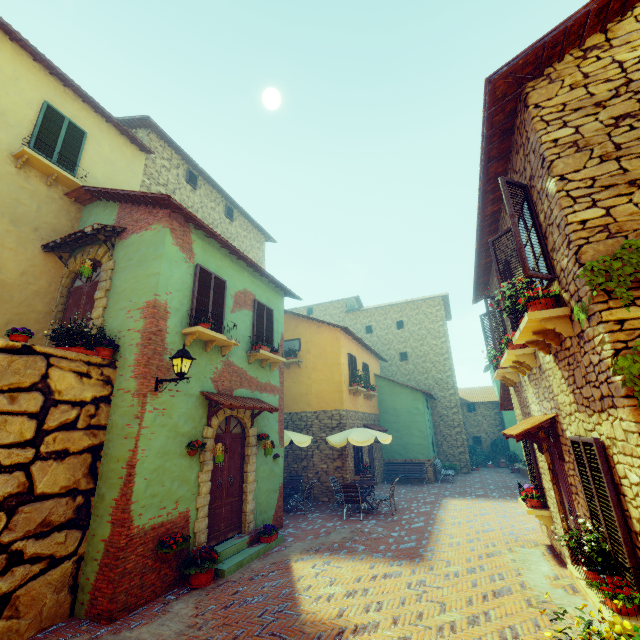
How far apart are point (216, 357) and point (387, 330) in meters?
18.9 m

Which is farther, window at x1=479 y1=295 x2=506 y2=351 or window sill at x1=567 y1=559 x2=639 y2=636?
window at x1=479 y1=295 x2=506 y2=351

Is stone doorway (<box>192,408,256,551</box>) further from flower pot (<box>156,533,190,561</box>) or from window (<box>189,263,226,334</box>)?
window (<box>189,263,226,334</box>)

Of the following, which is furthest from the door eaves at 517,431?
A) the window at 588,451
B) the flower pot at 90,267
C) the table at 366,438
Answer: the flower pot at 90,267

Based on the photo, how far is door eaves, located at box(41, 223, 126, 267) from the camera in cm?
748

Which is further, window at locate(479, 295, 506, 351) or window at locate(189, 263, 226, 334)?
window at locate(479, 295, 506, 351)

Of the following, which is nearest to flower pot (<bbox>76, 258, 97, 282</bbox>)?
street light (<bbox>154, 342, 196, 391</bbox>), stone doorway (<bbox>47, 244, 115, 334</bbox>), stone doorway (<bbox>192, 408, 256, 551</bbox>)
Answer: stone doorway (<bbox>47, 244, 115, 334</bbox>)

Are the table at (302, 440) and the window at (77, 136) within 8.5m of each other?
no
